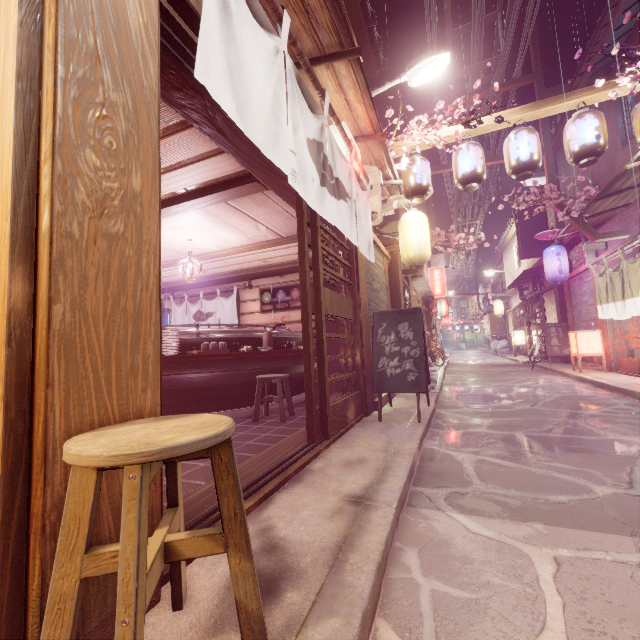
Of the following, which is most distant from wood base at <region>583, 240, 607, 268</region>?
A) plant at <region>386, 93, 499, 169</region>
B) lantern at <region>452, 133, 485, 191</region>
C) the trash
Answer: the trash

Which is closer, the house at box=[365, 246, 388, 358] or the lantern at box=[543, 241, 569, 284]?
the house at box=[365, 246, 388, 358]

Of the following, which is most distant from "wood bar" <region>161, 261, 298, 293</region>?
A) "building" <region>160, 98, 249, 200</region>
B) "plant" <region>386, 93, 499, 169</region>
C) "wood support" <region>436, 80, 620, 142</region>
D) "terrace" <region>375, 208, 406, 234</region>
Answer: "terrace" <region>375, 208, 406, 234</region>

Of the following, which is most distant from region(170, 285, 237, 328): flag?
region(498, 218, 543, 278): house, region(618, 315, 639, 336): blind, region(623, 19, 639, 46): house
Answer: region(498, 218, 543, 278): house

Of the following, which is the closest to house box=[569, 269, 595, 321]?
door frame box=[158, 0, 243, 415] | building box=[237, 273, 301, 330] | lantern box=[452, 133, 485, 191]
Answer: lantern box=[452, 133, 485, 191]

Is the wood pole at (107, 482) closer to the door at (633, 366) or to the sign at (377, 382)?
the sign at (377, 382)

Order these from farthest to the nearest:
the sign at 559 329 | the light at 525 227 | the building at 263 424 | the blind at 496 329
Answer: the blind at 496 329
the light at 525 227
the sign at 559 329
the building at 263 424

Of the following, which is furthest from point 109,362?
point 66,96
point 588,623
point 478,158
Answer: point 478,158
